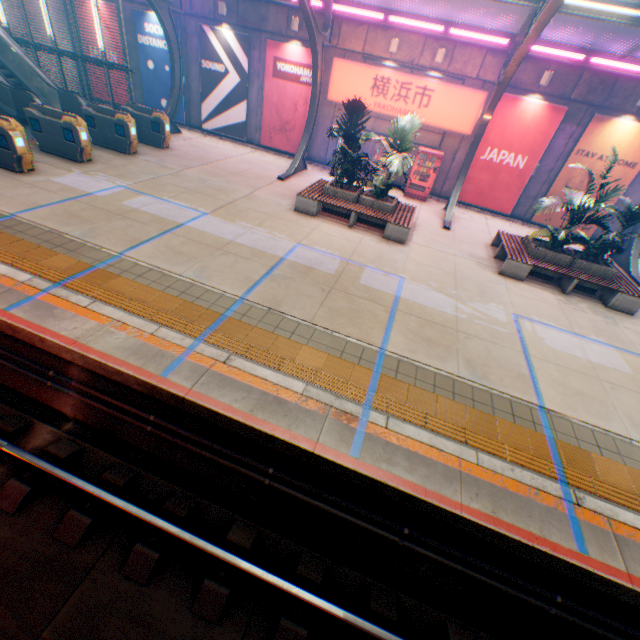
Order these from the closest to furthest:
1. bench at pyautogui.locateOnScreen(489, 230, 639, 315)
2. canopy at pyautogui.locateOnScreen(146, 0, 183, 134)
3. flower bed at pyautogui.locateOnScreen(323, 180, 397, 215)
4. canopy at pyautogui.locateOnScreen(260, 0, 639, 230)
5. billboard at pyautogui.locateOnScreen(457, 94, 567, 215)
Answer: canopy at pyautogui.locateOnScreen(260, 0, 639, 230), bench at pyautogui.locateOnScreen(489, 230, 639, 315), flower bed at pyautogui.locateOnScreen(323, 180, 397, 215), billboard at pyautogui.locateOnScreen(457, 94, 567, 215), canopy at pyautogui.locateOnScreen(146, 0, 183, 134)

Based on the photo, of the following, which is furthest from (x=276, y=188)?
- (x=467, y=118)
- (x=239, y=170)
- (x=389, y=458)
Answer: (x=389, y=458)

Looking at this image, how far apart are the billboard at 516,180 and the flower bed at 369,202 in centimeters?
550cm

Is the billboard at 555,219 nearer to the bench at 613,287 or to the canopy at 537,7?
the canopy at 537,7

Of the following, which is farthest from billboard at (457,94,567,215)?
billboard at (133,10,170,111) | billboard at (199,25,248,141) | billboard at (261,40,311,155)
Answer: billboard at (133,10,170,111)

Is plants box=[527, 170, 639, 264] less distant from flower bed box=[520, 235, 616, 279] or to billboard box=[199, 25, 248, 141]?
flower bed box=[520, 235, 616, 279]

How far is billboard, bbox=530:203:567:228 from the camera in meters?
14.4 m

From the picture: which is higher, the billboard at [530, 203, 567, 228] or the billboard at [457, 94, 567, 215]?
the billboard at [457, 94, 567, 215]
